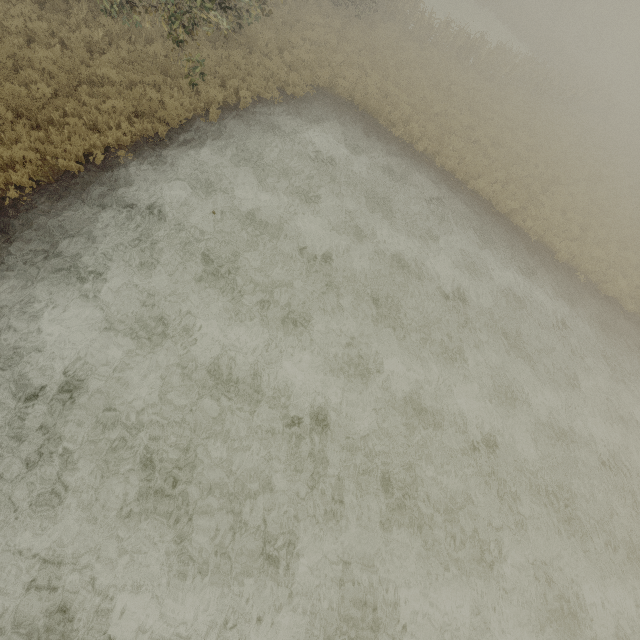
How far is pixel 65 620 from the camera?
5.02m
